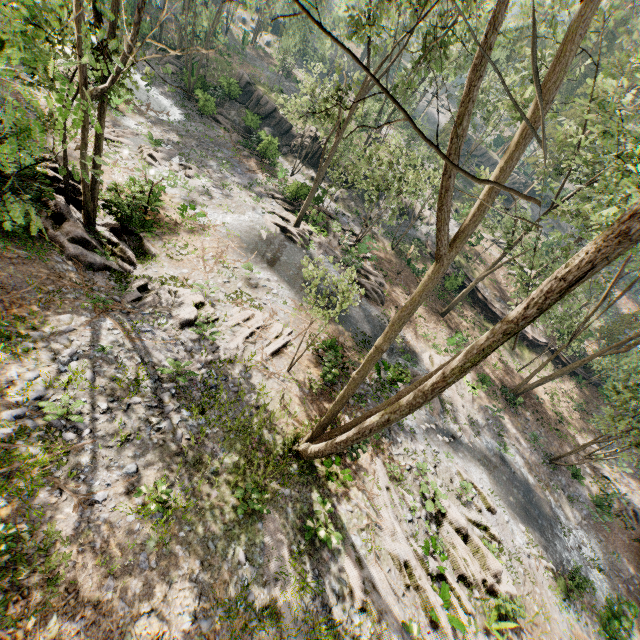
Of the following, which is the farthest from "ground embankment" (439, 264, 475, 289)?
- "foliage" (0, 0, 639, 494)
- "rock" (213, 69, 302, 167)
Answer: "rock" (213, 69, 302, 167)

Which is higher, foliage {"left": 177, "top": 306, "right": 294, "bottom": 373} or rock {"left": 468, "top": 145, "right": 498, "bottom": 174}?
rock {"left": 468, "top": 145, "right": 498, "bottom": 174}

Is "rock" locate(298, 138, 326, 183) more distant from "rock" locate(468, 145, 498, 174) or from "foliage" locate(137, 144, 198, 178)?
"rock" locate(468, 145, 498, 174)

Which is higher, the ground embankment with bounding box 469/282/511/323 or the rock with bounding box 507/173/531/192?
the rock with bounding box 507/173/531/192

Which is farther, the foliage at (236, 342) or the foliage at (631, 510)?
the foliage at (631, 510)

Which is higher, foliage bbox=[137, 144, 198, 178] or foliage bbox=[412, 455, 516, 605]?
foliage bbox=[412, 455, 516, 605]

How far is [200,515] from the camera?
8.4m
